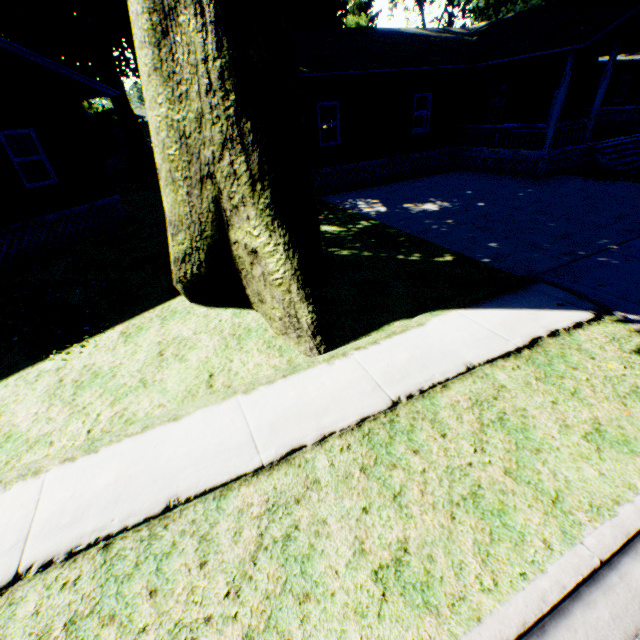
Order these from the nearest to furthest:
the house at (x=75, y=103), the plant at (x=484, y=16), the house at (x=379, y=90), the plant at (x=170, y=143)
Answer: the plant at (x=170, y=143) < the house at (x=75, y=103) < the house at (x=379, y=90) < the plant at (x=484, y=16)

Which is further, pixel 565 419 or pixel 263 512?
pixel 565 419

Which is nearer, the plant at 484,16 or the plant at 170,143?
the plant at 170,143

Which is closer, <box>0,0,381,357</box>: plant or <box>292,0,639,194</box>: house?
<box>0,0,381,357</box>: plant

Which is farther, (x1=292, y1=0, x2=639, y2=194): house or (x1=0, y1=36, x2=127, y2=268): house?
(x1=292, y1=0, x2=639, y2=194): house

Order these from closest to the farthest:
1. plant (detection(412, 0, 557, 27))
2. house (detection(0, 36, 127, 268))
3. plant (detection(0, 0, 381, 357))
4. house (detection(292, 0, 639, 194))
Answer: plant (detection(0, 0, 381, 357)) → house (detection(0, 36, 127, 268)) → house (detection(292, 0, 639, 194)) → plant (detection(412, 0, 557, 27))

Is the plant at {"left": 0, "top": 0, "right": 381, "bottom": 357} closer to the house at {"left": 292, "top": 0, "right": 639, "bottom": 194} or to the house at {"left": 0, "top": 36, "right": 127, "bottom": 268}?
the house at {"left": 0, "top": 36, "right": 127, "bottom": 268}
